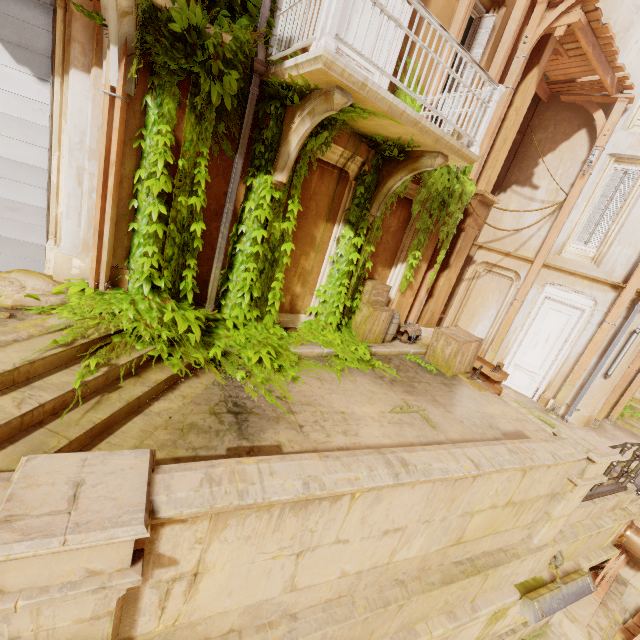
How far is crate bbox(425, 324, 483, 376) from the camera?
7.9 meters

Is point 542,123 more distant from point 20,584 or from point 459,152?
point 20,584

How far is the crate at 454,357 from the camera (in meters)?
7.94

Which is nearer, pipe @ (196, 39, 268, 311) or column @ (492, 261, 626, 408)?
pipe @ (196, 39, 268, 311)

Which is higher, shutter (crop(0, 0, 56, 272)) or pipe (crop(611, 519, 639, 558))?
shutter (crop(0, 0, 56, 272))

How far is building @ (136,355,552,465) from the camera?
3.8m

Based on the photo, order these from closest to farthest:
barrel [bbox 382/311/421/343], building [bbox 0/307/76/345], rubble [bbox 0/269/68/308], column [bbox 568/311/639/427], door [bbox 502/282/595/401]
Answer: building [bbox 0/307/76/345] < rubble [bbox 0/269/68/308] < barrel [bbox 382/311/421/343] < column [bbox 568/311/639/427] < door [bbox 502/282/595/401]

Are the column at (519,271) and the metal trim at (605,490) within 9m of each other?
yes
